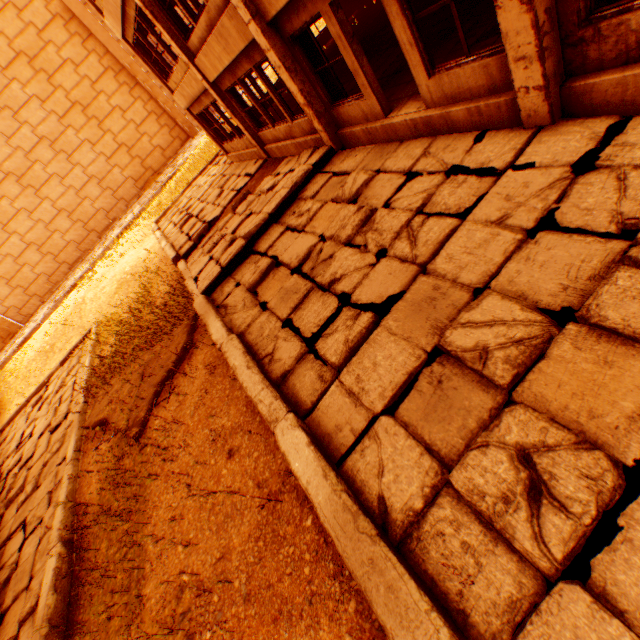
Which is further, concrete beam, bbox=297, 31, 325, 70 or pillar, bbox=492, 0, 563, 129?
concrete beam, bbox=297, 31, 325, 70

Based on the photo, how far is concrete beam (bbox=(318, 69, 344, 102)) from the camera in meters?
7.2

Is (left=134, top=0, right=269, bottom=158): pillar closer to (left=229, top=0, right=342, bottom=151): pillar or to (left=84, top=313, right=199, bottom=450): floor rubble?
(left=229, top=0, right=342, bottom=151): pillar

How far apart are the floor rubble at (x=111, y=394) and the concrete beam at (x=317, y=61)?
6.25m

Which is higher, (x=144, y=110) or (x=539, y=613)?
(x=144, y=110)

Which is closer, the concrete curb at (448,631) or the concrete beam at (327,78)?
the concrete curb at (448,631)

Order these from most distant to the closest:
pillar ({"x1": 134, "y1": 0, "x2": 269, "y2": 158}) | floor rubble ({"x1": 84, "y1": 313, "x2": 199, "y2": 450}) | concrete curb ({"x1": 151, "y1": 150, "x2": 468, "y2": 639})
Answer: pillar ({"x1": 134, "y1": 0, "x2": 269, "y2": 158}), floor rubble ({"x1": 84, "y1": 313, "x2": 199, "y2": 450}), concrete curb ({"x1": 151, "y1": 150, "x2": 468, "y2": 639})
